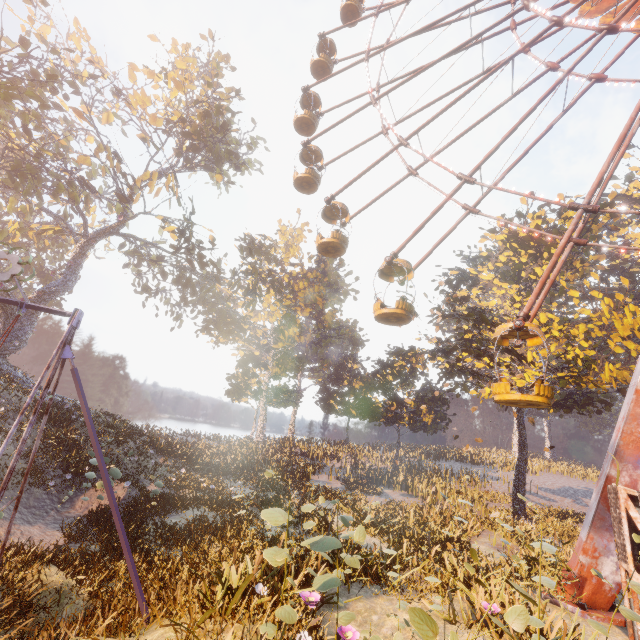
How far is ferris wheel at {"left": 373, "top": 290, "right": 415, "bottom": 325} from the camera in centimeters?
1308cm

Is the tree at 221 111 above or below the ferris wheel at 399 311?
above

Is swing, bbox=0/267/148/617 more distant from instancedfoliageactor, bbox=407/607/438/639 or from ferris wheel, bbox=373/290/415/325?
ferris wheel, bbox=373/290/415/325

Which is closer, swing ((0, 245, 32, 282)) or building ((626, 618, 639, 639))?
swing ((0, 245, 32, 282))

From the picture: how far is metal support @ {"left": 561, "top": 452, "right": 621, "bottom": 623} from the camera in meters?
10.4 m

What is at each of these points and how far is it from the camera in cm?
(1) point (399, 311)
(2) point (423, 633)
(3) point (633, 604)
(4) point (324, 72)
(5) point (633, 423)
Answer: (1) ferris wheel, 1304
(2) instancedfoliageactor, 347
(3) building, 855
(4) ferris wheel, 2389
(5) metal support, 1132

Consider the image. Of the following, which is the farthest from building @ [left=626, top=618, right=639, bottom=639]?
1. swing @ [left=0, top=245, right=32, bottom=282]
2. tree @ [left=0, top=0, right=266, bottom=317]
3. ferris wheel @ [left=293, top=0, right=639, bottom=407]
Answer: tree @ [left=0, top=0, right=266, bottom=317]

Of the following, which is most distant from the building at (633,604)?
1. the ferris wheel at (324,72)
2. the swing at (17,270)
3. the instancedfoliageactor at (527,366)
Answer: the swing at (17,270)
